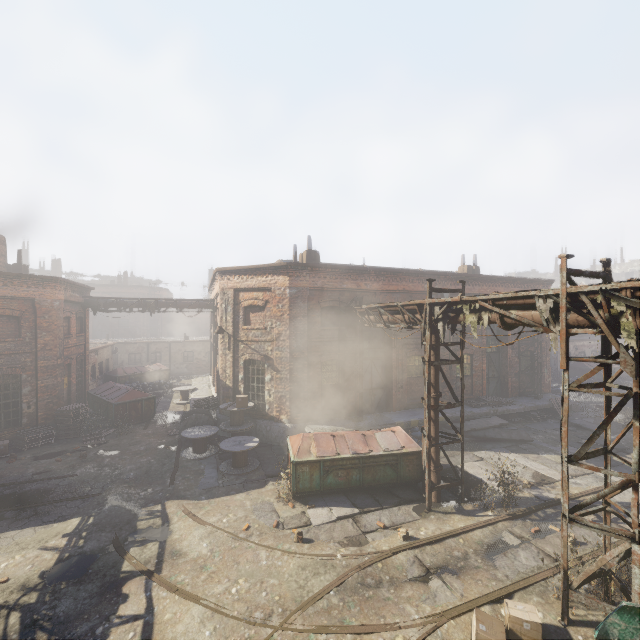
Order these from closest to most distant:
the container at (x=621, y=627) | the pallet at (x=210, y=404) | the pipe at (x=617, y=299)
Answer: the container at (x=621, y=627), the pipe at (x=617, y=299), the pallet at (x=210, y=404)

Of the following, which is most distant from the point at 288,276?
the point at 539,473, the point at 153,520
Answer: the point at 539,473

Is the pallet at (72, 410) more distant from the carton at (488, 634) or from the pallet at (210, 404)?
the carton at (488, 634)

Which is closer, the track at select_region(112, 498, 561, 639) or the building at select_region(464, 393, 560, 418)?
the track at select_region(112, 498, 561, 639)

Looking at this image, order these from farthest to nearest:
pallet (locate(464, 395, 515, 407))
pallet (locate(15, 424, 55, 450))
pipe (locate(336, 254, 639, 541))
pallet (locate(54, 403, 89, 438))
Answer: pallet (locate(464, 395, 515, 407)) → pallet (locate(54, 403, 89, 438)) → pallet (locate(15, 424, 55, 450)) → pipe (locate(336, 254, 639, 541))

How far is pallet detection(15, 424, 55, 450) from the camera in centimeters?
1437cm

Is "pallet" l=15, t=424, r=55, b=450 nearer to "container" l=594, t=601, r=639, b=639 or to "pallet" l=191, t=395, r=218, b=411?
"pallet" l=191, t=395, r=218, b=411

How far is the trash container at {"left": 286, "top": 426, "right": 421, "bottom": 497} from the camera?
10.2m
